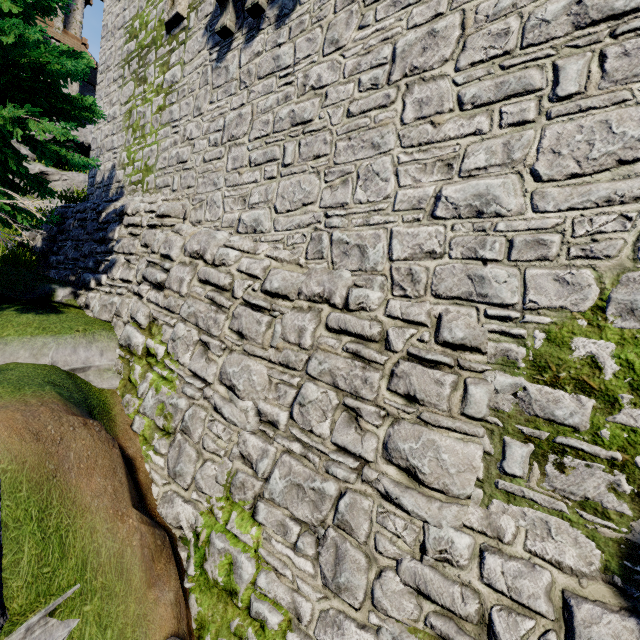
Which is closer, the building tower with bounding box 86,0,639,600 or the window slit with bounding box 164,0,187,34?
the building tower with bounding box 86,0,639,600

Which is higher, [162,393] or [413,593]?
[162,393]

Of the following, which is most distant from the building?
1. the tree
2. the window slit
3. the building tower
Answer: the window slit

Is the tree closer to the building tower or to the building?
the building tower

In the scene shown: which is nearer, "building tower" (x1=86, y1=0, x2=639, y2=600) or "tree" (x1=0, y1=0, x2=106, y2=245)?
"building tower" (x1=86, y1=0, x2=639, y2=600)

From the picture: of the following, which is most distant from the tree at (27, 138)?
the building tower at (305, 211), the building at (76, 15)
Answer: the building at (76, 15)

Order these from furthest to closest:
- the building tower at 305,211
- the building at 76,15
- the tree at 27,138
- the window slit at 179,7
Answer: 1. the building at 76,15
2. the window slit at 179,7
3. the tree at 27,138
4. the building tower at 305,211

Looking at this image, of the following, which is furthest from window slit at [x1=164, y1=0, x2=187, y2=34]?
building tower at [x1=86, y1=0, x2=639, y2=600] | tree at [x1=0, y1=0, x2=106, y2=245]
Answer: tree at [x1=0, y1=0, x2=106, y2=245]
